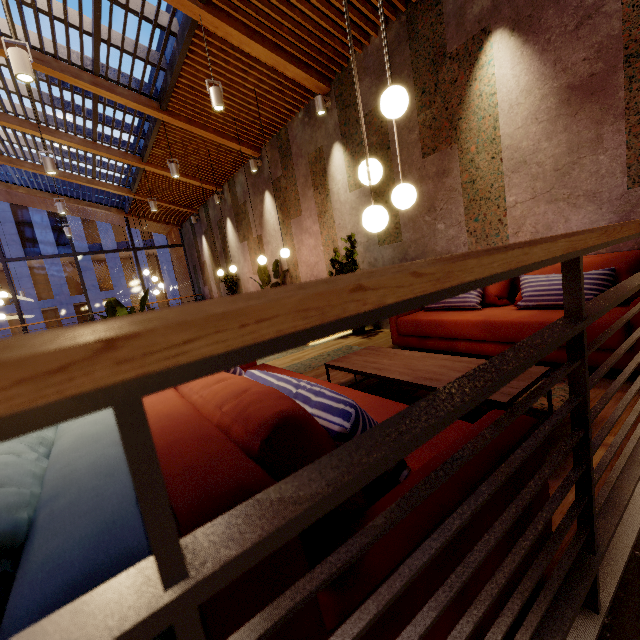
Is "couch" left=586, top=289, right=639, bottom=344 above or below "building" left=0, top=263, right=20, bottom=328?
below

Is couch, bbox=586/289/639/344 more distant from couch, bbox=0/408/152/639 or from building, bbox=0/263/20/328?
building, bbox=0/263/20/328

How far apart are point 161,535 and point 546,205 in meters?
4.2 m

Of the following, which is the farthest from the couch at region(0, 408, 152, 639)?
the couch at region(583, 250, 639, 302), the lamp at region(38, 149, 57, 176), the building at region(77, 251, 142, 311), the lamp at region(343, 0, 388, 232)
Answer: the building at region(77, 251, 142, 311)

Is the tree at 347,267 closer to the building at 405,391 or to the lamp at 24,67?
the building at 405,391

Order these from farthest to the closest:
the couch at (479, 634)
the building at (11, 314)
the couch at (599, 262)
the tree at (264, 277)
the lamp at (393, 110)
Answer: the building at (11, 314) → the tree at (264, 277) → the couch at (599, 262) → the lamp at (393, 110) → the couch at (479, 634)

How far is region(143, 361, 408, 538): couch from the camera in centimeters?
46cm

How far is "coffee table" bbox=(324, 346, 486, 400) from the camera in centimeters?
217cm
